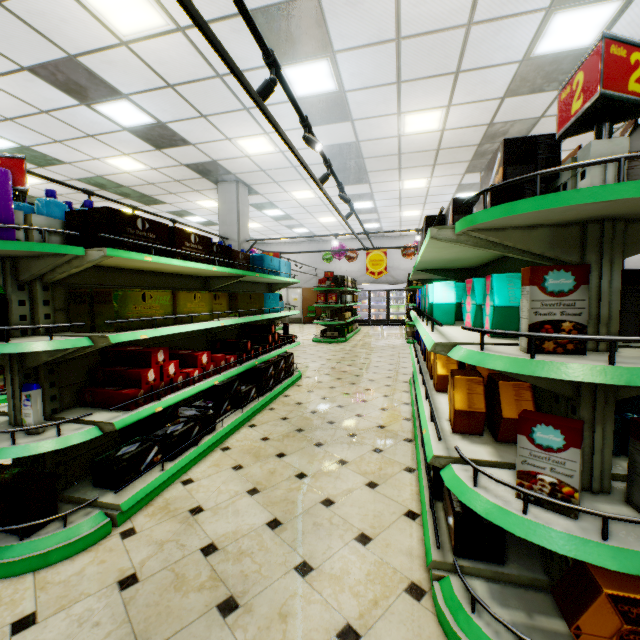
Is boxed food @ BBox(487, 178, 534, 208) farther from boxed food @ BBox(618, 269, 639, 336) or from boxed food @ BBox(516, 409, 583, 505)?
boxed food @ BBox(516, 409, 583, 505)

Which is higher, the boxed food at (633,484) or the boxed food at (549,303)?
the boxed food at (549,303)

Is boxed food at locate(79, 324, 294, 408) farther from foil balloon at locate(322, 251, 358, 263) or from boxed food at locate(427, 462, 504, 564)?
foil balloon at locate(322, 251, 358, 263)

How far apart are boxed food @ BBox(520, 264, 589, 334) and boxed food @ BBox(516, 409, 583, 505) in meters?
0.3 m

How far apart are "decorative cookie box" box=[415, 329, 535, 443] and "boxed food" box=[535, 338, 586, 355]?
0.5m

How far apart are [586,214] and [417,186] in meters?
9.8

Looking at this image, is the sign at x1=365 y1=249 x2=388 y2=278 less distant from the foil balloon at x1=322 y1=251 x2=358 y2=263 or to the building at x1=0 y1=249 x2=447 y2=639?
the building at x1=0 y1=249 x2=447 y2=639

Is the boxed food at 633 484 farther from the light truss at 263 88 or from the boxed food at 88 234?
the boxed food at 88 234
